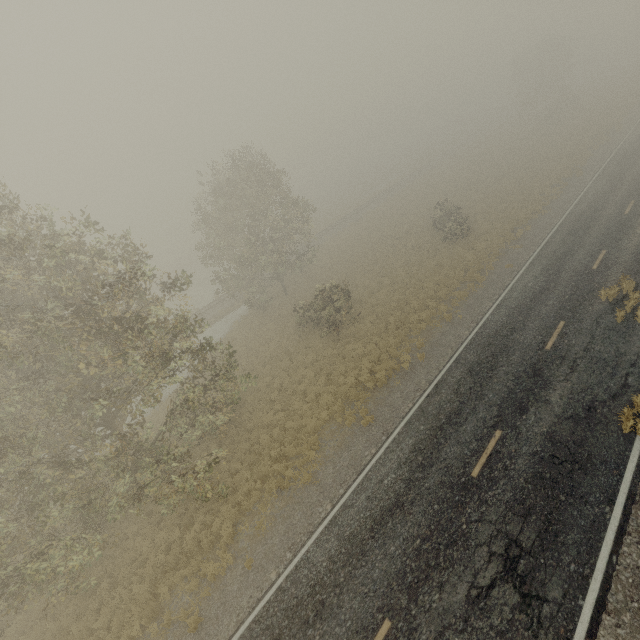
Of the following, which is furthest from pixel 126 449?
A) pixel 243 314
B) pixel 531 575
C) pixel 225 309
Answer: pixel 225 309
